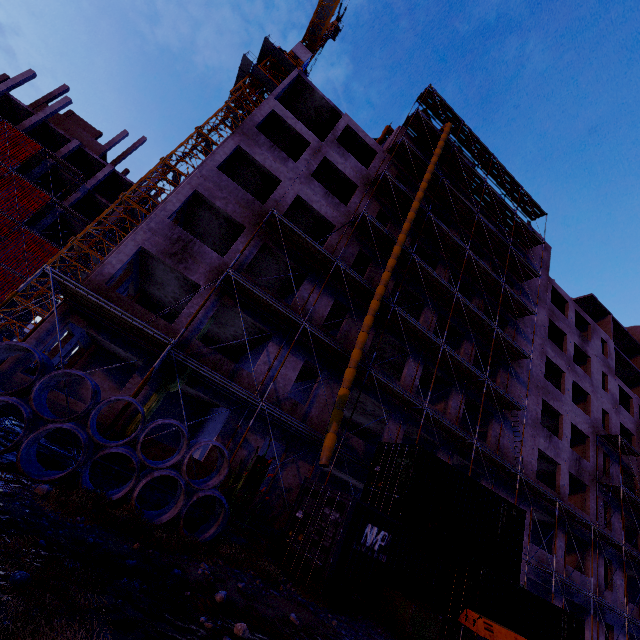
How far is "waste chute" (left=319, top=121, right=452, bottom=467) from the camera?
12.02m

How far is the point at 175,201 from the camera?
14.8m

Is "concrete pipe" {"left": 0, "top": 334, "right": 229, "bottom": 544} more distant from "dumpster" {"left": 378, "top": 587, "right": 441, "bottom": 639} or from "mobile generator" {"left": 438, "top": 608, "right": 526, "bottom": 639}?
"mobile generator" {"left": 438, "top": 608, "right": 526, "bottom": 639}

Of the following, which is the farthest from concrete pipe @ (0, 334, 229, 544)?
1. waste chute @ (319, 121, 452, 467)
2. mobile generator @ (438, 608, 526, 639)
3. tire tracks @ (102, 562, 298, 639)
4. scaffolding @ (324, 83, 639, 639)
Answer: mobile generator @ (438, 608, 526, 639)

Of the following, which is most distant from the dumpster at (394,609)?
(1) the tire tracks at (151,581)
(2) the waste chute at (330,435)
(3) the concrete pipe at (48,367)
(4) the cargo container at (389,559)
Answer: (3) the concrete pipe at (48,367)

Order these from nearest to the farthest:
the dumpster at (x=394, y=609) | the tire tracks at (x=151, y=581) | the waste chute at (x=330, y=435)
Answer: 1. the tire tracks at (x=151, y=581)
2. the dumpster at (x=394, y=609)
3. the waste chute at (x=330, y=435)

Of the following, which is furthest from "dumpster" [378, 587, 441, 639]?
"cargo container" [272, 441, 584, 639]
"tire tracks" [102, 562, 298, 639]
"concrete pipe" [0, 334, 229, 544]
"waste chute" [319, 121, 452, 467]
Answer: "concrete pipe" [0, 334, 229, 544]

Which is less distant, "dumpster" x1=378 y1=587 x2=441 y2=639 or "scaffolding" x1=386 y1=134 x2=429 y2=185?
"dumpster" x1=378 y1=587 x2=441 y2=639
